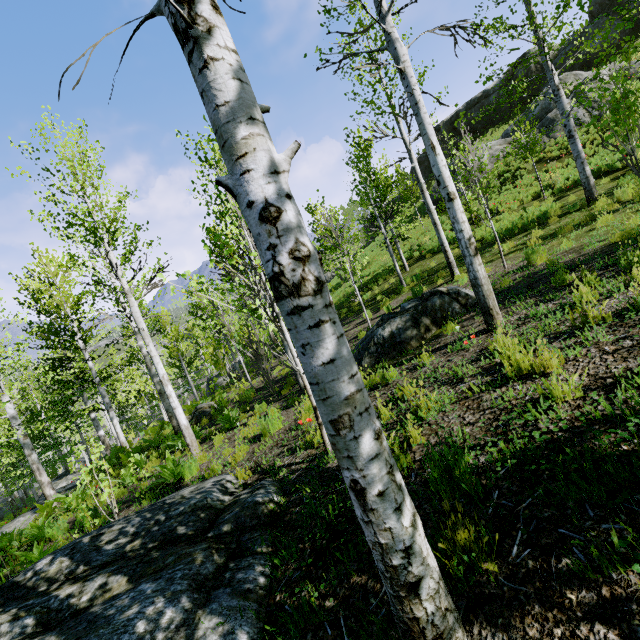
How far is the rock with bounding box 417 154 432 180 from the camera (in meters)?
36.09

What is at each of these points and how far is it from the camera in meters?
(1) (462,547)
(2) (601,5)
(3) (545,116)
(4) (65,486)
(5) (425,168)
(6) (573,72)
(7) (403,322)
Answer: (1) instancedfoliageactor, 1.8 m
(2) rock, 23.2 m
(3) rock, 21.8 m
(4) rock, 15.0 m
(5) rock, 36.8 m
(6) rock, 21.5 m
(7) rock, 7.1 m

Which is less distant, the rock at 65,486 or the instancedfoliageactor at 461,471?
the instancedfoliageactor at 461,471

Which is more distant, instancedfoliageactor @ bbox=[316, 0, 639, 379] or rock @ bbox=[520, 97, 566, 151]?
rock @ bbox=[520, 97, 566, 151]

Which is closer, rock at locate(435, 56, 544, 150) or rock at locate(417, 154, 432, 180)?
rock at locate(435, 56, 544, 150)

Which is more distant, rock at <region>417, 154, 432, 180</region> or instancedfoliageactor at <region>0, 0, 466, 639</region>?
rock at <region>417, 154, 432, 180</region>

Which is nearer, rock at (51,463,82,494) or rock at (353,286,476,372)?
rock at (353,286,476,372)

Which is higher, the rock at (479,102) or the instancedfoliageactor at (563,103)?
the rock at (479,102)
